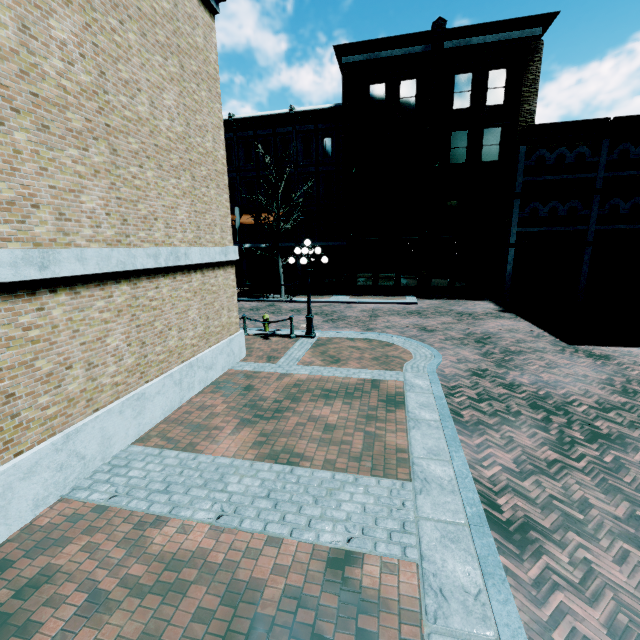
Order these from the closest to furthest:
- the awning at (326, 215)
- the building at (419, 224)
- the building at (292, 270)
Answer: the building at (419, 224) < the awning at (326, 215) < the building at (292, 270)

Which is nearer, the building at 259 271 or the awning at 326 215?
the awning at 326 215

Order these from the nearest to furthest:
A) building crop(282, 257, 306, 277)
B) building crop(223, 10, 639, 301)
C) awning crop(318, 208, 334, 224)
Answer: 1. building crop(223, 10, 639, 301)
2. awning crop(318, 208, 334, 224)
3. building crop(282, 257, 306, 277)

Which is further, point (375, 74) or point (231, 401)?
point (375, 74)

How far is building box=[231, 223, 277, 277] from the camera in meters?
27.4 m

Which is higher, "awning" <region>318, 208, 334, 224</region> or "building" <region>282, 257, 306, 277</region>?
"awning" <region>318, 208, 334, 224</region>

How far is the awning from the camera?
24.9 meters
